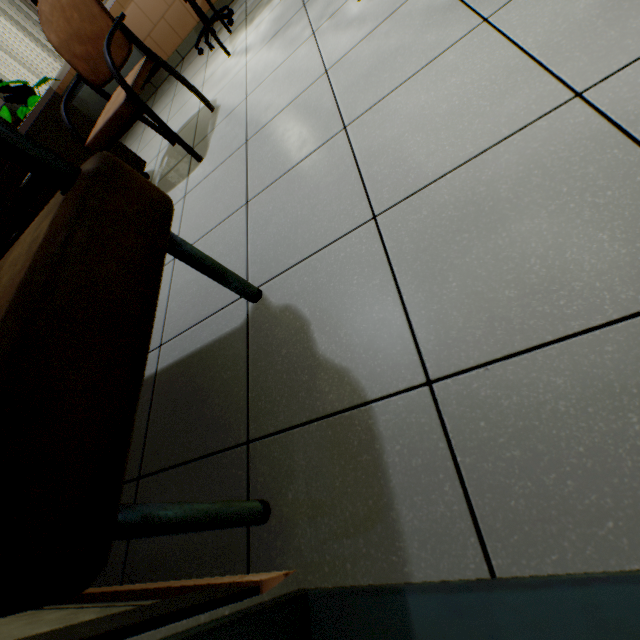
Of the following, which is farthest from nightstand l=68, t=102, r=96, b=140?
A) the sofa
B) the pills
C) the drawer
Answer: the pills

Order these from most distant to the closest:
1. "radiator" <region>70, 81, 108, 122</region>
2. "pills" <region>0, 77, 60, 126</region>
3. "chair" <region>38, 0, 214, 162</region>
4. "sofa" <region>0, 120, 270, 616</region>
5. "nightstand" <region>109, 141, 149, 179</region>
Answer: "radiator" <region>70, 81, 108, 122</region> → "pills" <region>0, 77, 60, 126</region> → "nightstand" <region>109, 141, 149, 179</region> → "chair" <region>38, 0, 214, 162</region> → "sofa" <region>0, 120, 270, 616</region>

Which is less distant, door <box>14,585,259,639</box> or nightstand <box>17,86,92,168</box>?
door <box>14,585,259,639</box>

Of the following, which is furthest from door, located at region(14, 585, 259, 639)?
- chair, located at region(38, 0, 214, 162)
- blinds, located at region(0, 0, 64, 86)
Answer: blinds, located at region(0, 0, 64, 86)

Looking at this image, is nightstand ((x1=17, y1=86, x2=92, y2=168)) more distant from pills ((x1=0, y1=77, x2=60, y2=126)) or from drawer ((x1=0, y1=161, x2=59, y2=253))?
pills ((x1=0, y1=77, x2=60, y2=126))

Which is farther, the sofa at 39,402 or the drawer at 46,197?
the drawer at 46,197

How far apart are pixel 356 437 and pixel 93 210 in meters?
0.7 m

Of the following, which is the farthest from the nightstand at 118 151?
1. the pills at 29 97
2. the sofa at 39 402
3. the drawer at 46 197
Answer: the pills at 29 97
